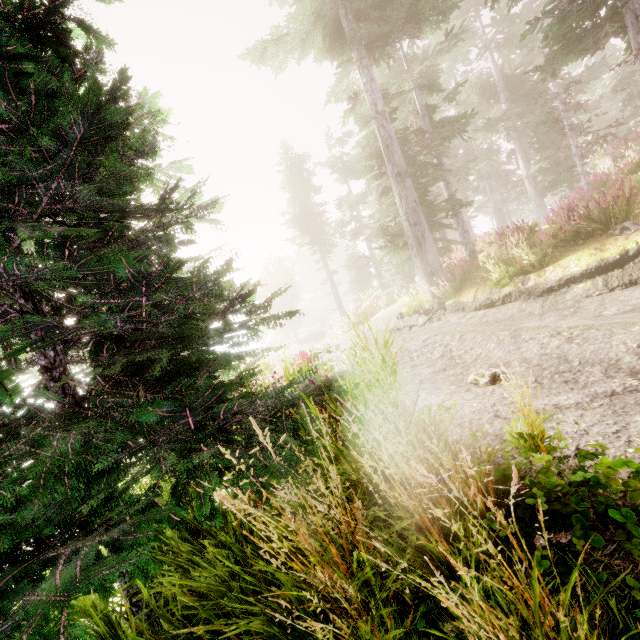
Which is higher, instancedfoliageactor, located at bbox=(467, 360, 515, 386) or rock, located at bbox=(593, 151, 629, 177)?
rock, located at bbox=(593, 151, 629, 177)

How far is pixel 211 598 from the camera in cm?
241

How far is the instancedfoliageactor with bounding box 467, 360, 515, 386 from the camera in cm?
229

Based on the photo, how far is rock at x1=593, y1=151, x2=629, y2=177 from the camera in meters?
17.7

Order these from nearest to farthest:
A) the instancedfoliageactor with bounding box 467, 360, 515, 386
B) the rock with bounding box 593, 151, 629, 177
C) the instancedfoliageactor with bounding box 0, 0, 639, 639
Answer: the instancedfoliageactor with bounding box 0, 0, 639, 639
the instancedfoliageactor with bounding box 467, 360, 515, 386
the rock with bounding box 593, 151, 629, 177

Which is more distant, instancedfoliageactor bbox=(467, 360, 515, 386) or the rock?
the rock

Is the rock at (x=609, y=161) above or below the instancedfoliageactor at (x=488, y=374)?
above

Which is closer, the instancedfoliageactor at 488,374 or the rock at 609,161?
the instancedfoliageactor at 488,374
